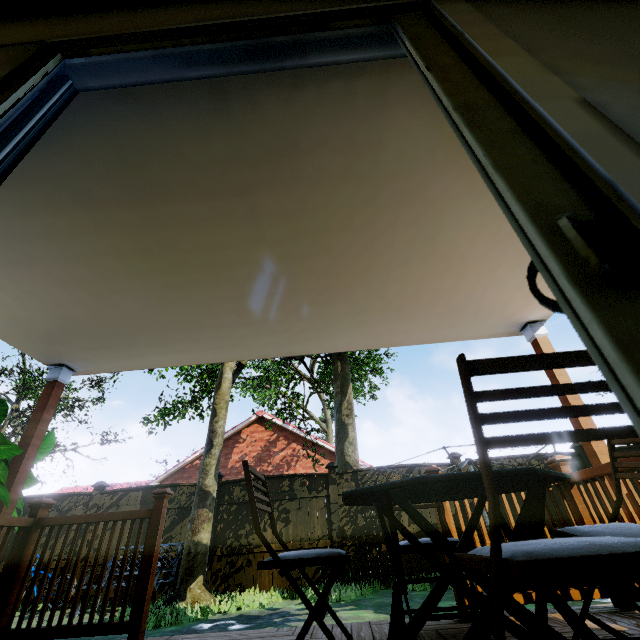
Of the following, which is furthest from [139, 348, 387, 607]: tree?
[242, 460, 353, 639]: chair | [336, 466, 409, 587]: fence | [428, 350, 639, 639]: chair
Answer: [336, 466, 409, 587]: fence

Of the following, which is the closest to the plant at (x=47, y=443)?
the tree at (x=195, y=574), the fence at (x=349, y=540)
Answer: the fence at (x=349, y=540)

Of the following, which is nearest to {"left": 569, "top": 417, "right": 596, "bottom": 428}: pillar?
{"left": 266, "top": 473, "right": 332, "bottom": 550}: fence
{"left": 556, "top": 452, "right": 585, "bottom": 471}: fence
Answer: {"left": 556, "top": 452, "right": 585, "bottom": 471}: fence

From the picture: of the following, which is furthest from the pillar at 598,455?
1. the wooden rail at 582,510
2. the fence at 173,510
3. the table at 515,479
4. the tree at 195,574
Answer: the tree at 195,574

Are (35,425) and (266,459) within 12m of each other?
no

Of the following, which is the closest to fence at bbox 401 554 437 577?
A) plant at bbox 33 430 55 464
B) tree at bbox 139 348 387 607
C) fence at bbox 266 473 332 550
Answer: fence at bbox 266 473 332 550

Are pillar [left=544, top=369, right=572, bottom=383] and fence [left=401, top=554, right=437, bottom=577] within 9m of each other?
yes

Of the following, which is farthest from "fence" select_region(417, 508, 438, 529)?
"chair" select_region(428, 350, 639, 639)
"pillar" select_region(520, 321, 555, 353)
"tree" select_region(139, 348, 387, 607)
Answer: "tree" select_region(139, 348, 387, 607)
